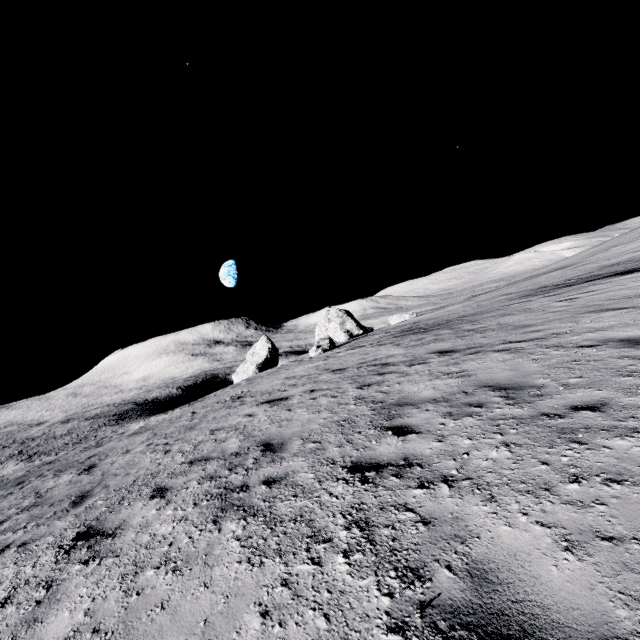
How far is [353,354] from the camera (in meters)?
16.00

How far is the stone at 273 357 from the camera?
42.1m

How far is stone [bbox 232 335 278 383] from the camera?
42.1m
